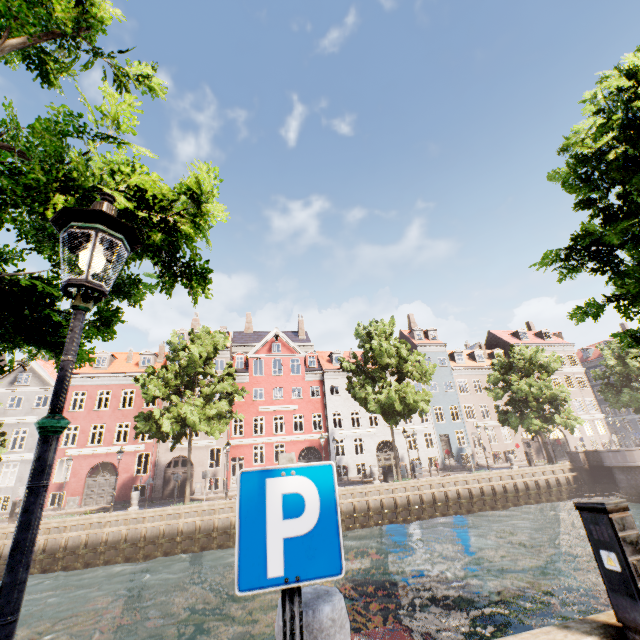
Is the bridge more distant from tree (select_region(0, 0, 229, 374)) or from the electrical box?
the electrical box

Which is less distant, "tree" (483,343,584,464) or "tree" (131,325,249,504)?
"tree" (131,325,249,504)

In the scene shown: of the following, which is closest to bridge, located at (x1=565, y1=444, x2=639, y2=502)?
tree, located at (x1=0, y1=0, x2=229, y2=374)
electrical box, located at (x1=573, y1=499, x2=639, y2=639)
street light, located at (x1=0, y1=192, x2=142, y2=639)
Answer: tree, located at (x1=0, y1=0, x2=229, y2=374)

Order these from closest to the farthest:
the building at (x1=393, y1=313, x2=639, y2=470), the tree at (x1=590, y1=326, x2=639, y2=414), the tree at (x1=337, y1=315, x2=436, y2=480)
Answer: the tree at (x1=590, y1=326, x2=639, y2=414), the tree at (x1=337, y1=315, x2=436, y2=480), the building at (x1=393, y1=313, x2=639, y2=470)

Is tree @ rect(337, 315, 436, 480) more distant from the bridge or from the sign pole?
the sign pole

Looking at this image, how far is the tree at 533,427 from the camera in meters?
26.8

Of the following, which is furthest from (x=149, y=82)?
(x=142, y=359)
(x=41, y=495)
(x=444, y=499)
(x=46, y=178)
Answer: (x=142, y=359)
